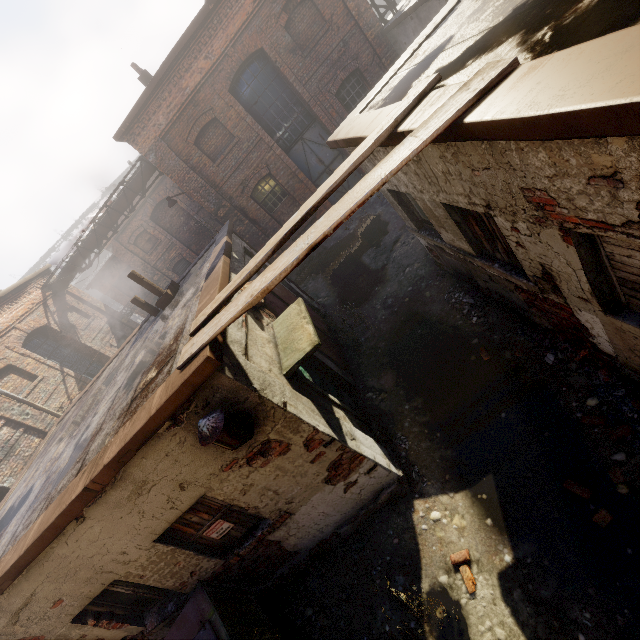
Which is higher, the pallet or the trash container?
the pallet

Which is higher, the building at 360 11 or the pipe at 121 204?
the pipe at 121 204

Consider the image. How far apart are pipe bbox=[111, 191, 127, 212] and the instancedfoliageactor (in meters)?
16.44

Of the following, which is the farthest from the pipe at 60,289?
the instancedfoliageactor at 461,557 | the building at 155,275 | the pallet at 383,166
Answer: the instancedfoliageactor at 461,557

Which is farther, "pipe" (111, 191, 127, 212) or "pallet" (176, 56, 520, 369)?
"pipe" (111, 191, 127, 212)

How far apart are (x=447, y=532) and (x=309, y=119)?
14.09m

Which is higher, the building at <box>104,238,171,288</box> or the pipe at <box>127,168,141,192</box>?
the pipe at <box>127,168,141,192</box>

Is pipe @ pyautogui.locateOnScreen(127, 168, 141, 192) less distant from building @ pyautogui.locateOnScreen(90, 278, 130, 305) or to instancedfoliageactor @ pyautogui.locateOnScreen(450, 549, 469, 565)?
building @ pyautogui.locateOnScreen(90, 278, 130, 305)
